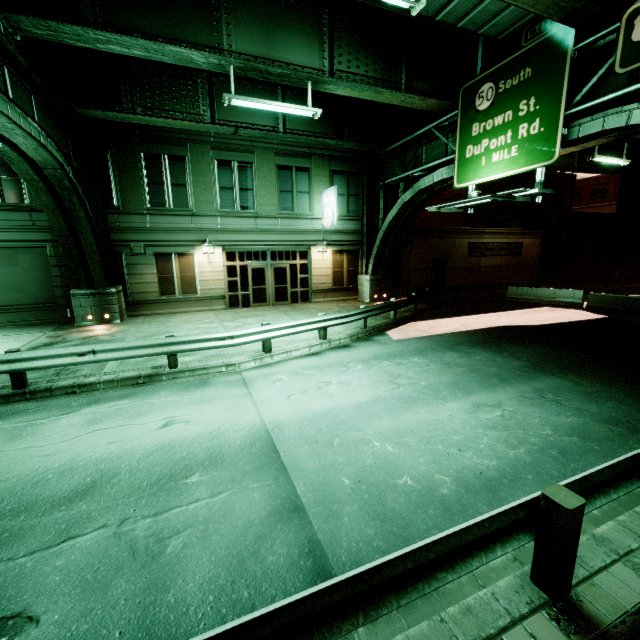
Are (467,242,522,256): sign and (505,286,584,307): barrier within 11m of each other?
yes

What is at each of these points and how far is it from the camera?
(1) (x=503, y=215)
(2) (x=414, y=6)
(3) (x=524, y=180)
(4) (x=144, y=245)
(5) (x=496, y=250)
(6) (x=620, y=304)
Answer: (1) building, 31.73m
(2) fluorescent light, 6.55m
(3) building, 29.23m
(4) building, 16.91m
(5) sign, 26.33m
(6) barrier, 16.34m

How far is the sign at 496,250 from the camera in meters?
25.4

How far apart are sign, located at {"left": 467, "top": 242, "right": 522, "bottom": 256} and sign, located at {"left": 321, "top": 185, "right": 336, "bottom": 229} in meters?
12.3 m

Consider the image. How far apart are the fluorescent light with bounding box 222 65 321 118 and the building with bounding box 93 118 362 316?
7.5m

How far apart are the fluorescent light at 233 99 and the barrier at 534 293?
Result: 16.7m

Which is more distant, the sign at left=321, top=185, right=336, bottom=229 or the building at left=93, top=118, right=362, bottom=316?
the sign at left=321, top=185, right=336, bottom=229

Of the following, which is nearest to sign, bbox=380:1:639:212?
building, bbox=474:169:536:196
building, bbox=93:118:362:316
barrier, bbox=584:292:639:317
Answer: building, bbox=93:118:362:316
